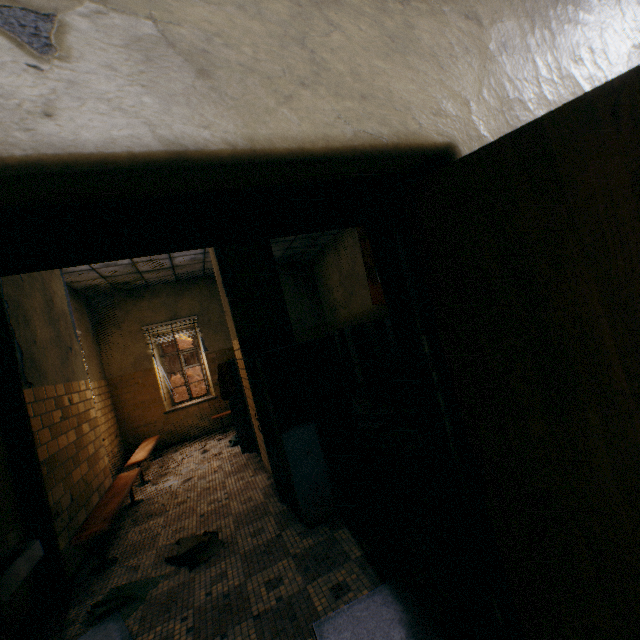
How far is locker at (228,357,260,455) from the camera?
5.3m

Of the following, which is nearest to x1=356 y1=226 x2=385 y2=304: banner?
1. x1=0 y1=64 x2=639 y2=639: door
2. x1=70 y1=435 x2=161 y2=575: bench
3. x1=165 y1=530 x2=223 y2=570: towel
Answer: x1=0 y1=64 x2=639 y2=639: door

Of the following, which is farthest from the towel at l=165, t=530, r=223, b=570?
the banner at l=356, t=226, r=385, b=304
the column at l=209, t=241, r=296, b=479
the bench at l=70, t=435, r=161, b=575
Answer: the banner at l=356, t=226, r=385, b=304

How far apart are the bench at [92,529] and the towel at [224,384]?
1.6 meters

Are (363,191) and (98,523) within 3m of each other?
no

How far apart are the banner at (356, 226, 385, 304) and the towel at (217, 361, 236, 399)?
3.2m

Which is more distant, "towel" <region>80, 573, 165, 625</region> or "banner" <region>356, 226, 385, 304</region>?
"banner" <region>356, 226, 385, 304</region>

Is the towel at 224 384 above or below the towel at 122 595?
above
